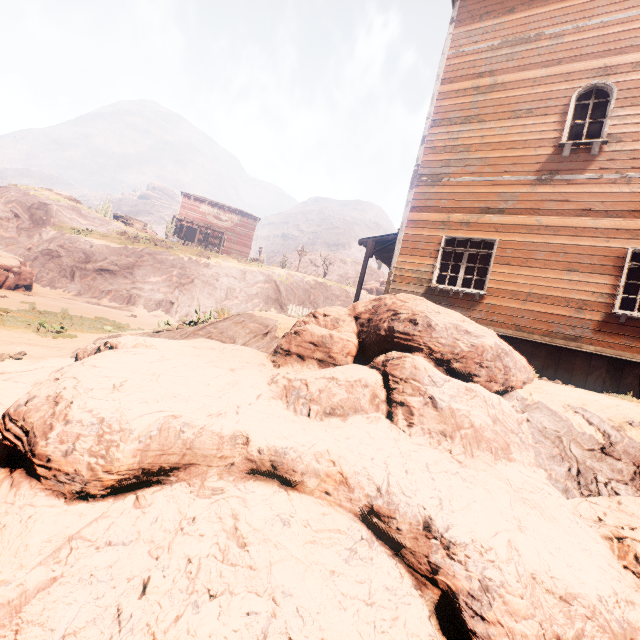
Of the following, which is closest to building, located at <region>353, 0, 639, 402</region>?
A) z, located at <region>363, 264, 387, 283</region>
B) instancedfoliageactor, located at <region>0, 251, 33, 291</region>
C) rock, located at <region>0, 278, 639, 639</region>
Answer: rock, located at <region>0, 278, 639, 639</region>

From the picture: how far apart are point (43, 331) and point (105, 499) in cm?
1149

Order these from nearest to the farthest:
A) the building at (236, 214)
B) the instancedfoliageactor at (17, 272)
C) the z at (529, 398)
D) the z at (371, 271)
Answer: the z at (529, 398) < the instancedfoliageactor at (17, 272) < the building at (236, 214) < the z at (371, 271)

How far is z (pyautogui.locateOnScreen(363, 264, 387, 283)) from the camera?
56.1m

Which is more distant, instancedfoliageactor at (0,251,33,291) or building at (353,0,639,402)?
instancedfoliageactor at (0,251,33,291)

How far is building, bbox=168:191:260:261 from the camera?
40.8 meters

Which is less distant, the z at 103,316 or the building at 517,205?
the building at 517,205

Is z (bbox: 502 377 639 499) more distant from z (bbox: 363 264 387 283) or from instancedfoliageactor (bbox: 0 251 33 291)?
z (bbox: 363 264 387 283)
